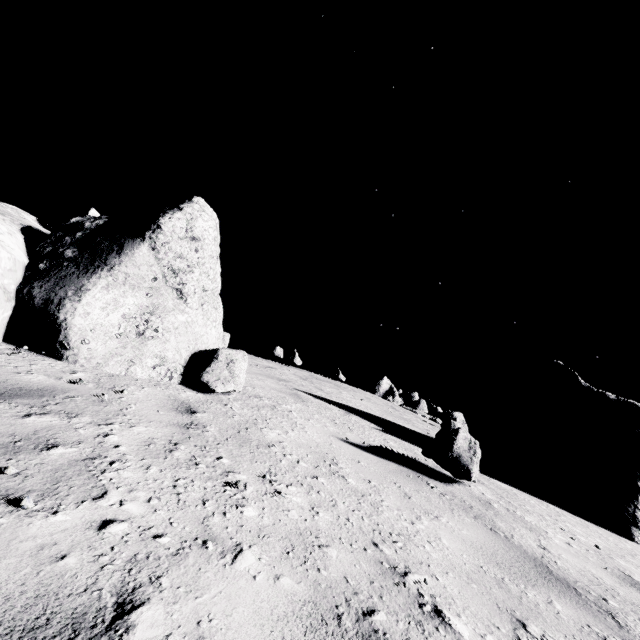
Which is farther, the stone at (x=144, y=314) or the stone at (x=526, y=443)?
the stone at (x=526, y=443)

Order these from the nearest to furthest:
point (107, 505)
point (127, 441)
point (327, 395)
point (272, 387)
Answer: point (107, 505) → point (127, 441) → point (272, 387) → point (327, 395)

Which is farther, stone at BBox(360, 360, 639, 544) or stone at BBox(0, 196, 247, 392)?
stone at BBox(360, 360, 639, 544)
